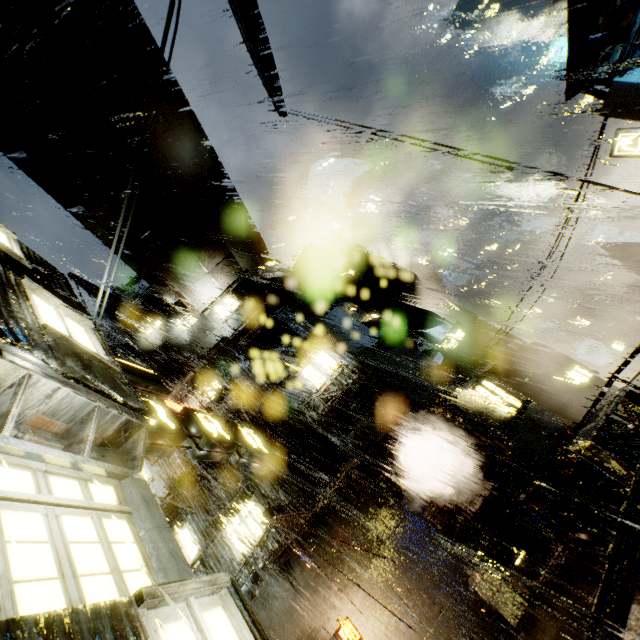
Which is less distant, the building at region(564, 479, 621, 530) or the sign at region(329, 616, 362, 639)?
the building at region(564, 479, 621, 530)

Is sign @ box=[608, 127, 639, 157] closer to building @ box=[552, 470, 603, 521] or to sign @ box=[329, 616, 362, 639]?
building @ box=[552, 470, 603, 521]

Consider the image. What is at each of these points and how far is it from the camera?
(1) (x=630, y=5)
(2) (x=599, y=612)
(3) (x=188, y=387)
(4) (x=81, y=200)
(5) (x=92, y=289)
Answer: (1) building, 9.3 meters
(2) railing, 1.5 meters
(3) building, 19.7 meters
(4) building, 14.0 meters
(5) building, 19.0 meters

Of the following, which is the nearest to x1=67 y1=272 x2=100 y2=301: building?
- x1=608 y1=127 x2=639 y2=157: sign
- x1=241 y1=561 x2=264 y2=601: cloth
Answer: x1=241 y1=561 x2=264 y2=601: cloth

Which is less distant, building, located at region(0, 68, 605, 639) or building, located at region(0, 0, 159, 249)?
building, located at region(0, 68, 605, 639)

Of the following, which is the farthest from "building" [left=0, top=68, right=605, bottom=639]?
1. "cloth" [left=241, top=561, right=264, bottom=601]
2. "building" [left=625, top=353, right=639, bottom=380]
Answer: "building" [left=625, top=353, right=639, bottom=380]

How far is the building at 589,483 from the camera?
12.4m

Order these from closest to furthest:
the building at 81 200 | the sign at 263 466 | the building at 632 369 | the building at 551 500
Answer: the sign at 263 466
the building at 81 200
the building at 551 500
the building at 632 369
